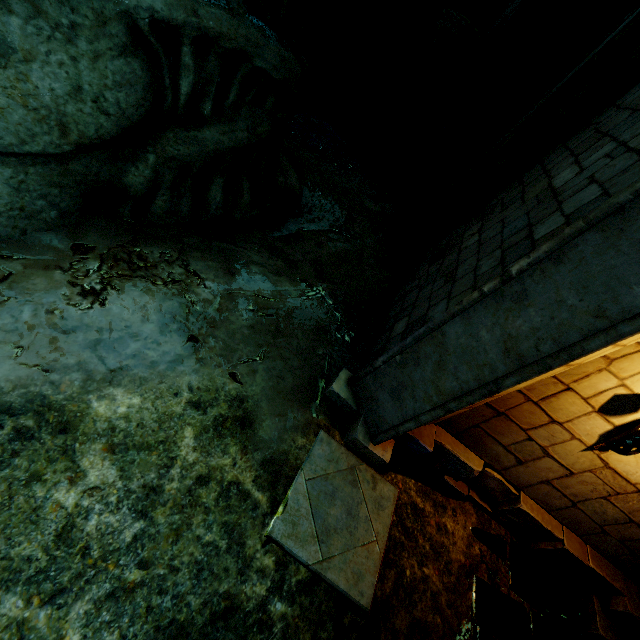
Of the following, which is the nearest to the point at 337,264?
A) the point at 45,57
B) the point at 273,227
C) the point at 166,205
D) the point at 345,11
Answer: the point at 273,227

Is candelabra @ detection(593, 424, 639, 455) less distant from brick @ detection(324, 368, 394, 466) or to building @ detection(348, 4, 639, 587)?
building @ detection(348, 4, 639, 587)

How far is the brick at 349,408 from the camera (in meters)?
3.41

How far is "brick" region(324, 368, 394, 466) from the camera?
3.4 meters

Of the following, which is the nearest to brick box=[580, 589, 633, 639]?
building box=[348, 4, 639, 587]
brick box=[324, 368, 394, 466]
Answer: building box=[348, 4, 639, 587]

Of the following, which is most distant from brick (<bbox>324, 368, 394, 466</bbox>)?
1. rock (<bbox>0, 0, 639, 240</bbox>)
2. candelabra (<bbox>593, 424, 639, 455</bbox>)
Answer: rock (<bbox>0, 0, 639, 240</bbox>)

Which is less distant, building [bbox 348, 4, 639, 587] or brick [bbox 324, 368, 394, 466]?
building [bbox 348, 4, 639, 587]

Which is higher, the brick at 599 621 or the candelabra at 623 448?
the candelabra at 623 448
